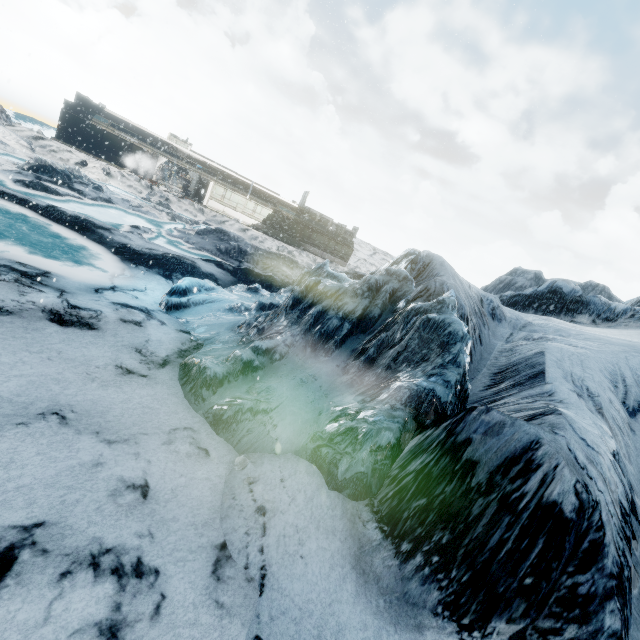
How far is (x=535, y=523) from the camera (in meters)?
3.68
